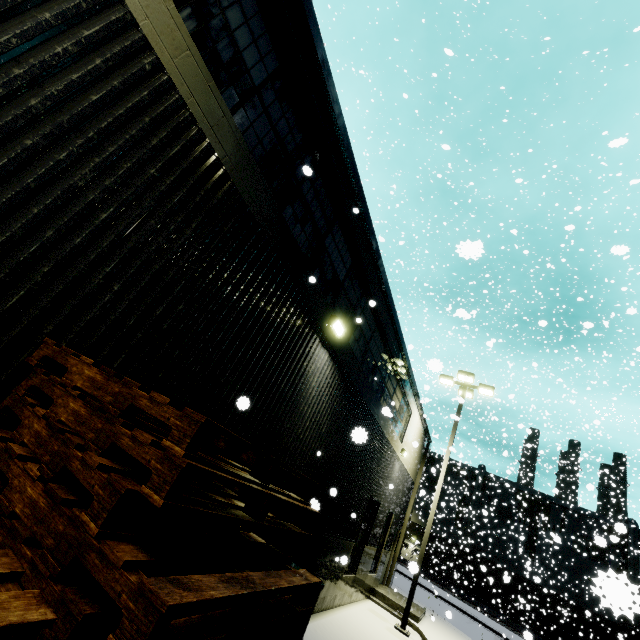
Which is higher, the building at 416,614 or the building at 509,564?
the building at 509,564

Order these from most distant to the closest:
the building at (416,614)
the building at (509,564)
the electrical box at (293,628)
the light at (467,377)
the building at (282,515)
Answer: the building at (509,564) < the building at (416,614) < the light at (467,377) < the building at (282,515) < the electrical box at (293,628)

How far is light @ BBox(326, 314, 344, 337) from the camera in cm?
657

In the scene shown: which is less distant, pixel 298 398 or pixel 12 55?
pixel 12 55

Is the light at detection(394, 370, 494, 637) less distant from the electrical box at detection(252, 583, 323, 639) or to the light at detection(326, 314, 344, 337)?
the electrical box at detection(252, 583, 323, 639)

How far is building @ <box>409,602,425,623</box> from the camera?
12.99m

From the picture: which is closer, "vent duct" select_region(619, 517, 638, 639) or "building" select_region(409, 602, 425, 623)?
"vent duct" select_region(619, 517, 638, 639)

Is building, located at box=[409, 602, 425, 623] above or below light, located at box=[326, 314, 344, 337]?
below
